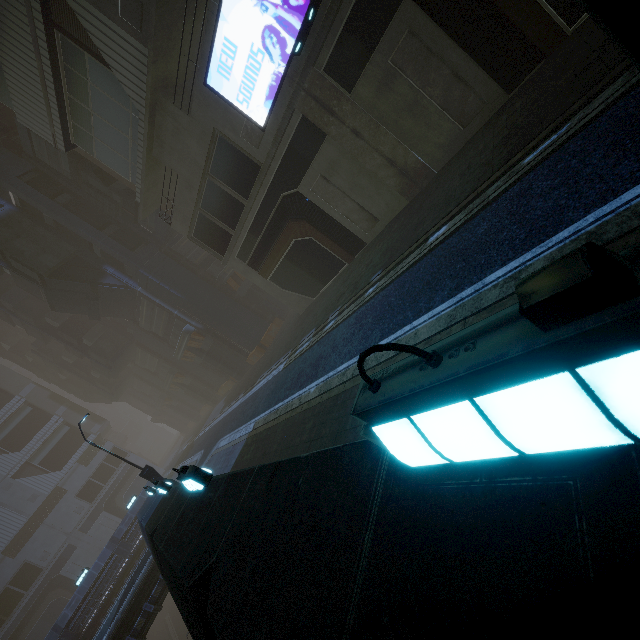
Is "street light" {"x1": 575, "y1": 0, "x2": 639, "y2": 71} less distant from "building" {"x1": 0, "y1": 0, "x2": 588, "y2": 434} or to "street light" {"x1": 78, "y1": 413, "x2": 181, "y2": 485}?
"building" {"x1": 0, "y1": 0, "x2": 588, "y2": 434}

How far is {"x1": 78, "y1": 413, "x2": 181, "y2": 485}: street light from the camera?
15.8m

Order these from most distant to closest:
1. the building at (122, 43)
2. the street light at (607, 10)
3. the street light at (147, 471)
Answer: the street light at (147, 471) < the building at (122, 43) < the street light at (607, 10)

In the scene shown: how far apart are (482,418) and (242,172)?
17.6 meters

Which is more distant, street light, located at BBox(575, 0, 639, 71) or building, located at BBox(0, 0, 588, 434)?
building, located at BBox(0, 0, 588, 434)

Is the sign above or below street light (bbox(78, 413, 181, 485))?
above

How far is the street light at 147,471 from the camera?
15.77m

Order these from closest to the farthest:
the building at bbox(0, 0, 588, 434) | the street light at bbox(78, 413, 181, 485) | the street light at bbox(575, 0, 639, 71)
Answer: the street light at bbox(575, 0, 639, 71) < the building at bbox(0, 0, 588, 434) < the street light at bbox(78, 413, 181, 485)
